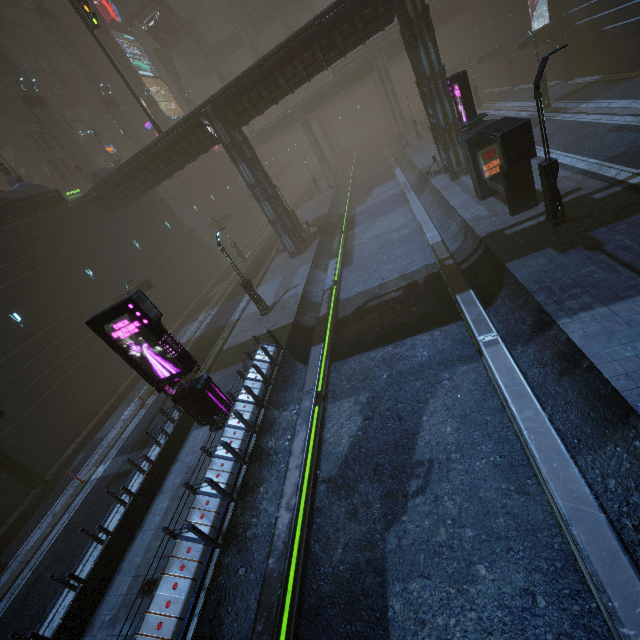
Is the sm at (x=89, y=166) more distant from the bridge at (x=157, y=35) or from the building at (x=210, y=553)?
the bridge at (x=157, y=35)

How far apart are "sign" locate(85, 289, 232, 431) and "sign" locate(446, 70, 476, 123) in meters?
18.1

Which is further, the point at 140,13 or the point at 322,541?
the point at 140,13

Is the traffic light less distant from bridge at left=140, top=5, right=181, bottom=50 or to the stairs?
the stairs

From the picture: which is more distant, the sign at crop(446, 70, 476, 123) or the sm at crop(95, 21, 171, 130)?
the sm at crop(95, 21, 171, 130)

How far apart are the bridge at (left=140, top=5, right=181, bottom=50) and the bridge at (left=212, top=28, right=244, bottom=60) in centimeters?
765cm

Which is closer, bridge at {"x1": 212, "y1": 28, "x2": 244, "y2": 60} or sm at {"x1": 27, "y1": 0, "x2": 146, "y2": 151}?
sm at {"x1": 27, "y1": 0, "x2": 146, "y2": 151}

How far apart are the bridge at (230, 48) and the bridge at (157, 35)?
7.65m
